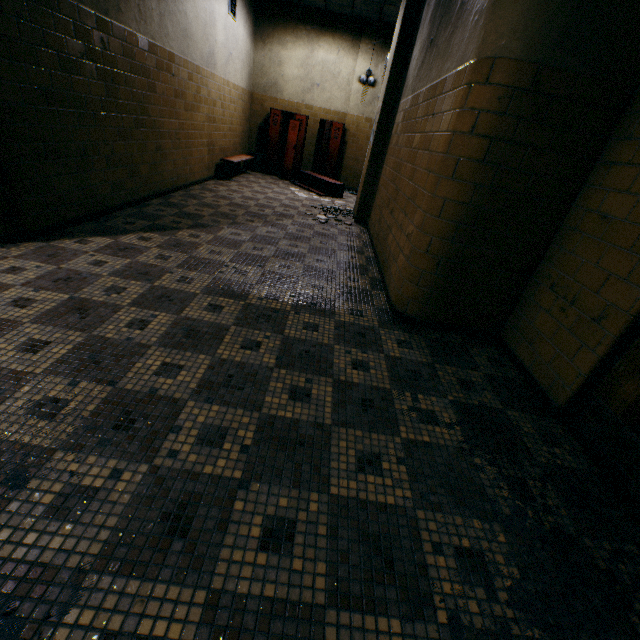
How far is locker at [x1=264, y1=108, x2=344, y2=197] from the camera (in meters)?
8.83

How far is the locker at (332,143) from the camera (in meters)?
8.83

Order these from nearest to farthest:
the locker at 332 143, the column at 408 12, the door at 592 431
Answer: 1. the door at 592 431
2. the column at 408 12
3. the locker at 332 143

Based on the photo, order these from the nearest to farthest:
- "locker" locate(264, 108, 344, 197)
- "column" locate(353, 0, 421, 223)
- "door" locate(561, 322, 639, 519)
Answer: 1. "door" locate(561, 322, 639, 519)
2. "column" locate(353, 0, 421, 223)
3. "locker" locate(264, 108, 344, 197)

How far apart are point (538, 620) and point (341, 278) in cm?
302

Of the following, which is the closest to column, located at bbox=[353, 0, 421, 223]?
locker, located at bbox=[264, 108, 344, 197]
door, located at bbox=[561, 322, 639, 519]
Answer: locker, located at bbox=[264, 108, 344, 197]

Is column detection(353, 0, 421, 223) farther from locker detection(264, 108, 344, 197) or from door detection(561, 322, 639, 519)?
door detection(561, 322, 639, 519)
